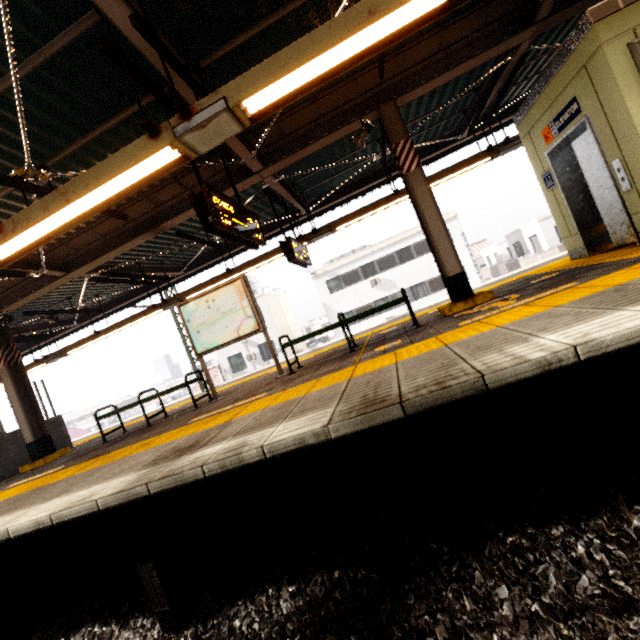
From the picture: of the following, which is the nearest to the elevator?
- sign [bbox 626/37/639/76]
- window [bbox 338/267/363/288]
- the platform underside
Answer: sign [bbox 626/37/639/76]

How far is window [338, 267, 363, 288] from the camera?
25.6m

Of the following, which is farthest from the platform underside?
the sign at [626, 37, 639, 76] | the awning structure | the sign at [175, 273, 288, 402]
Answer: the sign at [175, 273, 288, 402]

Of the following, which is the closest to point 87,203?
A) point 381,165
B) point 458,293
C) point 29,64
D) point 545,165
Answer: point 29,64

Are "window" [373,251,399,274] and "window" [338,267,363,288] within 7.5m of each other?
yes

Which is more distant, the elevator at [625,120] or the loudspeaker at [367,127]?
the loudspeaker at [367,127]

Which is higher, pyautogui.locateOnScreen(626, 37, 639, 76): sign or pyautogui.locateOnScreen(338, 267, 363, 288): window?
pyautogui.locateOnScreen(338, 267, 363, 288): window

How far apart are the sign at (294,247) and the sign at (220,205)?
1.7m
